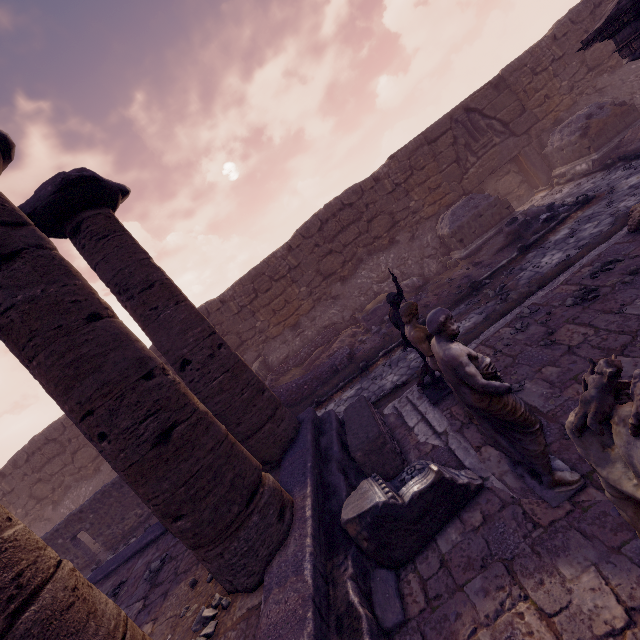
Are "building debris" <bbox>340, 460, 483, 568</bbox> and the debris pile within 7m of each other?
no

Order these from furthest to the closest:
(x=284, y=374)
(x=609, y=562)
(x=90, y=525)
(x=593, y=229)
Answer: (x=284, y=374), (x=90, y=525), (x=593, y=229), (x=609, y=562)

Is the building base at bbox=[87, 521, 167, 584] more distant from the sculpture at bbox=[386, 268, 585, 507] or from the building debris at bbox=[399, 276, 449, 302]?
the building debris at bbox=[399, 276, 449, 302]

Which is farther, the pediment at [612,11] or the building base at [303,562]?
the pediment at [612,11]

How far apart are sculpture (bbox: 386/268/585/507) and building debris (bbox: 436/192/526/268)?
9.6 meters

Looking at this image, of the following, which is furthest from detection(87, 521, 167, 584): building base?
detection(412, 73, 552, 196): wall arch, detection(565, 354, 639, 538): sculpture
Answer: detection(412, 73, 552, 196): wall arch

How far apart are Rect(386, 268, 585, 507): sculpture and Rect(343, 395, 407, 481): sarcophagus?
1.5 meters

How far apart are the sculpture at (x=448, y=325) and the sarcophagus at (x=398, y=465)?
1.5 meters
